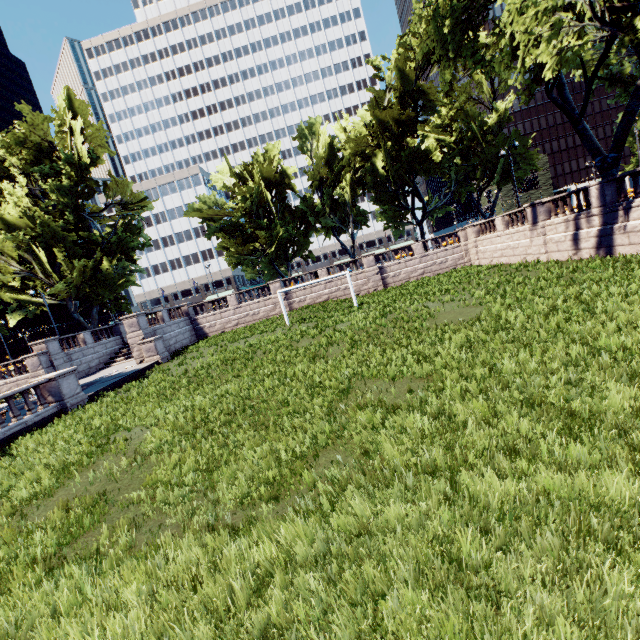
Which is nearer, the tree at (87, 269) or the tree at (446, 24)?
the tree at (446, 24)

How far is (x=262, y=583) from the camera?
3.65m

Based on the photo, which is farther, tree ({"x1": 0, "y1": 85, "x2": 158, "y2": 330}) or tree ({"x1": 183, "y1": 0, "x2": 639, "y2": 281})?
tree ({"x1": 0, "y1": 85, "x2": 158, "y2": 330})
